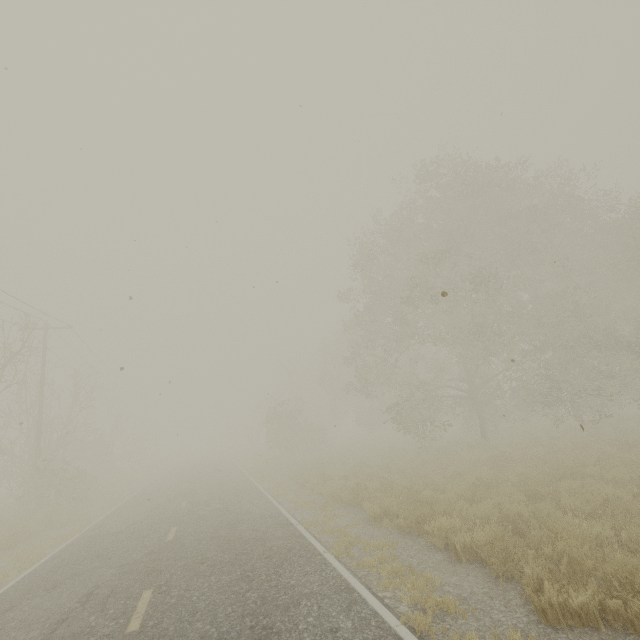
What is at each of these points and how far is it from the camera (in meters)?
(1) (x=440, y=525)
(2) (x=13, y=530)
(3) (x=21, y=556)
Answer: (1) tree, 7.04
(2) tree, 13.14
(3) tree, 10.79

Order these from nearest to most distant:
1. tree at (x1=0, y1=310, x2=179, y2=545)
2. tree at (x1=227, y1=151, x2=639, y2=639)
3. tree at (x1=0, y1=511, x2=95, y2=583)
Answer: tree at (x1=227, y1=151, x2=639, y2=639) → tree at (x1=0, y1=511, x2=95, y2=583) → tree at (x1=0, y1=310, x2=179, y2=545)

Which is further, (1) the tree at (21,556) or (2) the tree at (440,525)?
(1) the tree at (21,556)

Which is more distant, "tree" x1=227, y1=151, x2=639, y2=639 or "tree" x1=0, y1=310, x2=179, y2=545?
"tree" x1=0, y1=310, x2=179, y2=545

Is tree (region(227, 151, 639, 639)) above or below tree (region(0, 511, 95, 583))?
above
